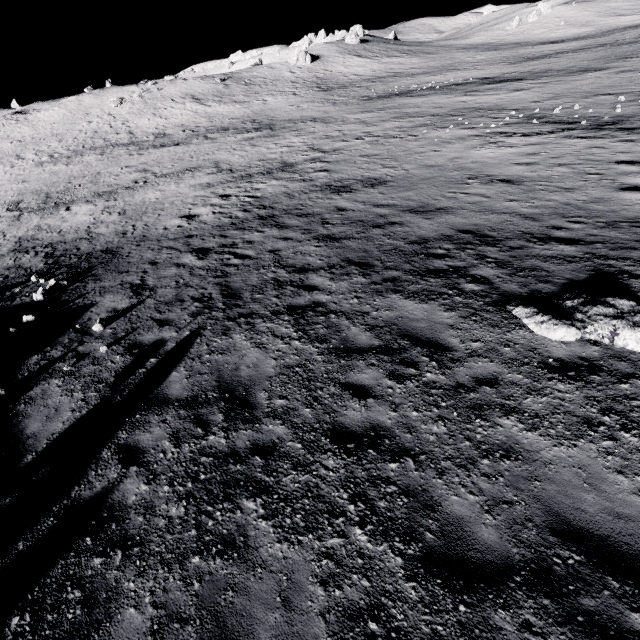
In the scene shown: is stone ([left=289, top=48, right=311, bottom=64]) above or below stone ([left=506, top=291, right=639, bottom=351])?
above

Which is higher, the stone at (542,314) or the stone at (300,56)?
the stone at (300,56)

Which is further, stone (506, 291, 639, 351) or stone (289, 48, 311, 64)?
stone (289, 48, 311, 64)

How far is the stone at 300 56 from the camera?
58.1 meters

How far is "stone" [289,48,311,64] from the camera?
58.13m

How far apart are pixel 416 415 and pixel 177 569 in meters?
4.0 m
